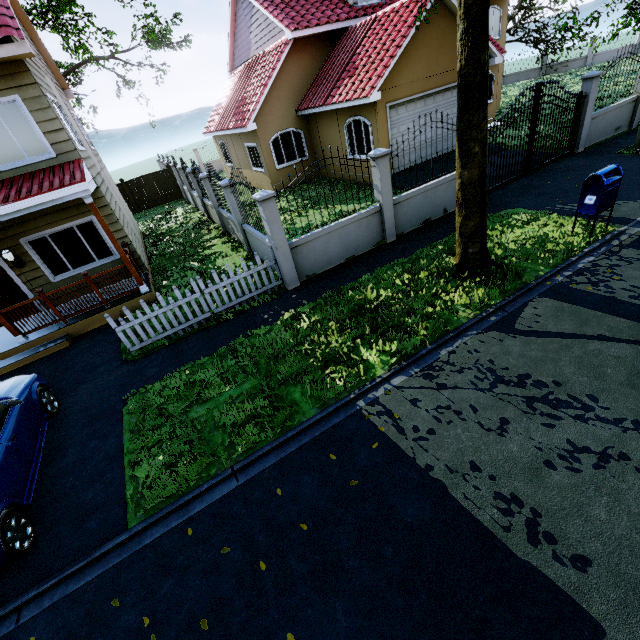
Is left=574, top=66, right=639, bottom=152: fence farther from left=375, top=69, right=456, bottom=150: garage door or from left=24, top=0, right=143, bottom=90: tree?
left=24, top=0, right=143, bottom=90: tree

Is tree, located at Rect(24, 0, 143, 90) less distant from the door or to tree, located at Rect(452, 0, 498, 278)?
tree, located at Rect(452, 0, 498, 278)

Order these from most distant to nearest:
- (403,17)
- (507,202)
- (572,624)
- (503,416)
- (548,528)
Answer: (403,17), (507,202), (503,416), (548,528), (572,624)

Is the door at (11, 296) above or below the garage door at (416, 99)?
below

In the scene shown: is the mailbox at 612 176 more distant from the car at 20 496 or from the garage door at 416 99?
the car at 20 496

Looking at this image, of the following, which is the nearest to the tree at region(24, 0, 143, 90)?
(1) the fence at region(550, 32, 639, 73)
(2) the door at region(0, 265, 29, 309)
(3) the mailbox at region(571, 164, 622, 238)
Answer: (2) the door at region(0, 265, 29, 309)

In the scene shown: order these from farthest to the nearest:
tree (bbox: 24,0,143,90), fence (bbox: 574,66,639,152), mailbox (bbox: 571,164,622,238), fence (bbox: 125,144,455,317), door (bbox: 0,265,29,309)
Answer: tree (bbox: 24,0,143,90) → fence (bbox: 574,66,639,152) → door (bbox: 0,265,29,309) → fence (bbox: 125,144,455,317) → mailbox (bbox: 571,164,622,238)
